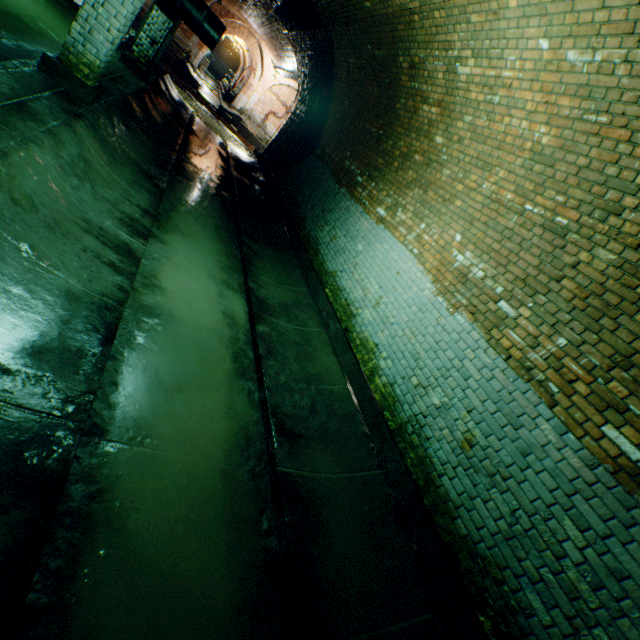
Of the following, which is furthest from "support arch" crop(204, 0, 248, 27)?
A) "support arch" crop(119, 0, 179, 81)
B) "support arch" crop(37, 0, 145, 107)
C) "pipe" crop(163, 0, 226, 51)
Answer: "support arch" crop(37, 0, 145, 107)

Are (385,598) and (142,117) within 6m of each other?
no

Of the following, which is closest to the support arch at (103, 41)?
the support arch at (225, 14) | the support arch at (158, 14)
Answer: the support arch at (158, 14)

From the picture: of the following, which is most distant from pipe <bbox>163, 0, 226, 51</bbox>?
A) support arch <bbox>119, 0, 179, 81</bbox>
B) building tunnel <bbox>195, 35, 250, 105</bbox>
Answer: building tunnel <bbox>195, 35, 250, 105</bbox>

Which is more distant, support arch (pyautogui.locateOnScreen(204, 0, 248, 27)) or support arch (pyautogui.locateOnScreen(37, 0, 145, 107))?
support arch (pyautogui.locateOnScreen(204, 0, 248, 27))

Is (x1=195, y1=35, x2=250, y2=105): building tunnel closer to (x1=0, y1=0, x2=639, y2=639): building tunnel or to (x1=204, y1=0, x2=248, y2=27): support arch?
(x1=204, y1=0, x2=248, y2=27): support arch

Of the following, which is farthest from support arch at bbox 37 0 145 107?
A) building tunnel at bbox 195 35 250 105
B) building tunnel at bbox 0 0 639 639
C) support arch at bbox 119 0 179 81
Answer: building tunnel at bbox 195 35 250 105

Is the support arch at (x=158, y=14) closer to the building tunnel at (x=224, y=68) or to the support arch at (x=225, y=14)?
the support arch at (x=225, y=14)
